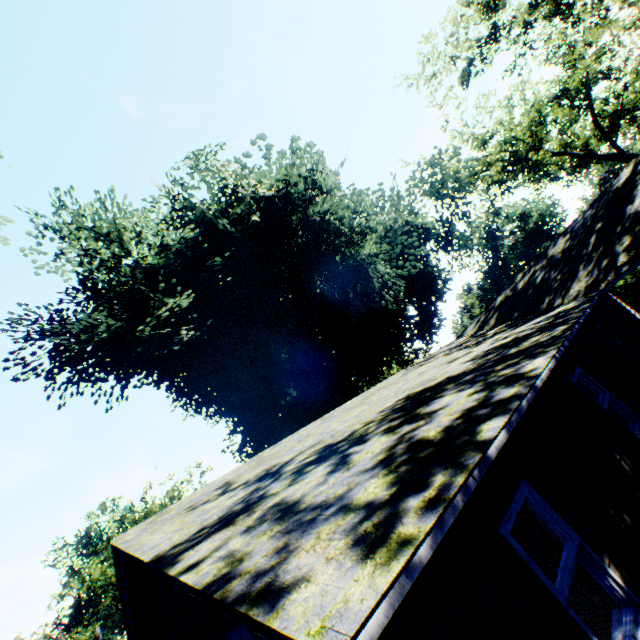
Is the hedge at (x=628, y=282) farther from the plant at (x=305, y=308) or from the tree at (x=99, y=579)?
the tree at (x=99, y=579)

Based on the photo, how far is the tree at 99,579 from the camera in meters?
31.5 m

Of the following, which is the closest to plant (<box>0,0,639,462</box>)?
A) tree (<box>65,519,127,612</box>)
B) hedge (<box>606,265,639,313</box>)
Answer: tree (<box>65,519,127,612</box>)

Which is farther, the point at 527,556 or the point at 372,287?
the point at 372,287

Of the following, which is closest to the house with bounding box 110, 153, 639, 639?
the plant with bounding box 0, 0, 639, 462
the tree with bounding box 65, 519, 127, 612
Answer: the plant with bounding box 0, 0, 639, 462

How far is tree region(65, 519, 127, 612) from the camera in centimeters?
3150cm

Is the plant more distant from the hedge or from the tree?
the hedge

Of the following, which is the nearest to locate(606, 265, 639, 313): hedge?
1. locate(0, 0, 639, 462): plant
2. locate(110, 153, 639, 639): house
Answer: locate(110, 153, 639, 639): house
